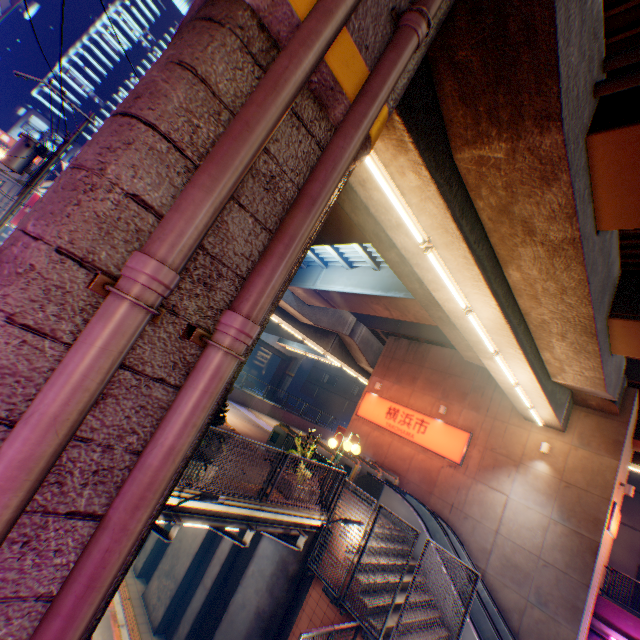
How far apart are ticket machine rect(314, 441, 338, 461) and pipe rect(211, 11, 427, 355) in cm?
1203

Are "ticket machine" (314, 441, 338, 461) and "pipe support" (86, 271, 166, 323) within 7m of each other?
no

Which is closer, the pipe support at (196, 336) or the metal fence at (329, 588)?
the pipe support at (196, 336)

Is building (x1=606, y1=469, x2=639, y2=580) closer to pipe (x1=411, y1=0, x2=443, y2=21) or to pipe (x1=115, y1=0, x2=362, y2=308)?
pipe (x1=411, y1=0, x2=443, y2=21)

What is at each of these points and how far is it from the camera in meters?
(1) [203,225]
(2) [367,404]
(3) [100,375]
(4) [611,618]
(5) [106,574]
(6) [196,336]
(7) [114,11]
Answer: (1) pipe, 1.6
(2) sign, 20.0
(3) pipe, 1.4
(4) concrete block, 13.0
(5) pipe, 1.5
(6) pipe support, 1.8
(7) building, 59.7

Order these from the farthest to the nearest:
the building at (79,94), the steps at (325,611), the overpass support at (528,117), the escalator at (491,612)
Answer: the building at (79,94) → the escalator at (491,612) → the steps at (325,611) → the overpass support at (528,117)

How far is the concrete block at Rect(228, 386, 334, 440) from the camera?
23.70m

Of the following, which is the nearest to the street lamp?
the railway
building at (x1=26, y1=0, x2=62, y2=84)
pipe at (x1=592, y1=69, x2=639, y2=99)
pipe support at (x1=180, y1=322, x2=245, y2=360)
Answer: pipe at (x1=592, y1=69, x2=639, y2=99)
